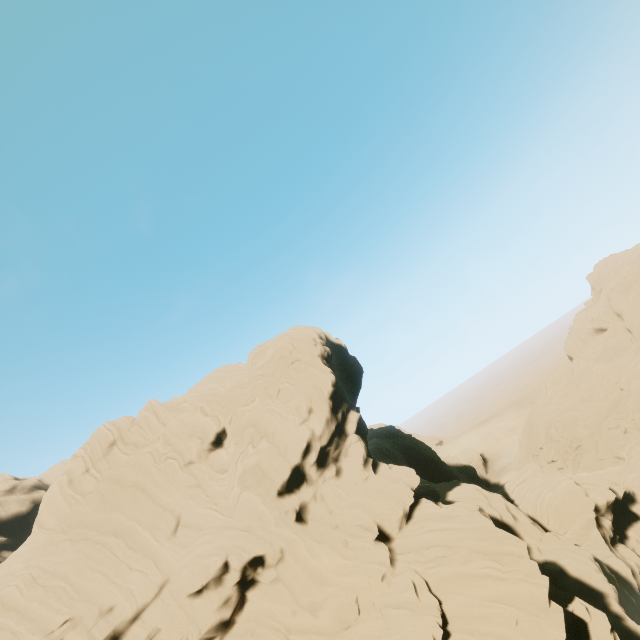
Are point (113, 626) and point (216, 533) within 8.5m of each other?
yes

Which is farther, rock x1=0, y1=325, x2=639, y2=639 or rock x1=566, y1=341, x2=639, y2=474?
rock x1=566, y1=341, x2=639, y2=474

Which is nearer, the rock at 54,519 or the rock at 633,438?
the rock at 54,519
